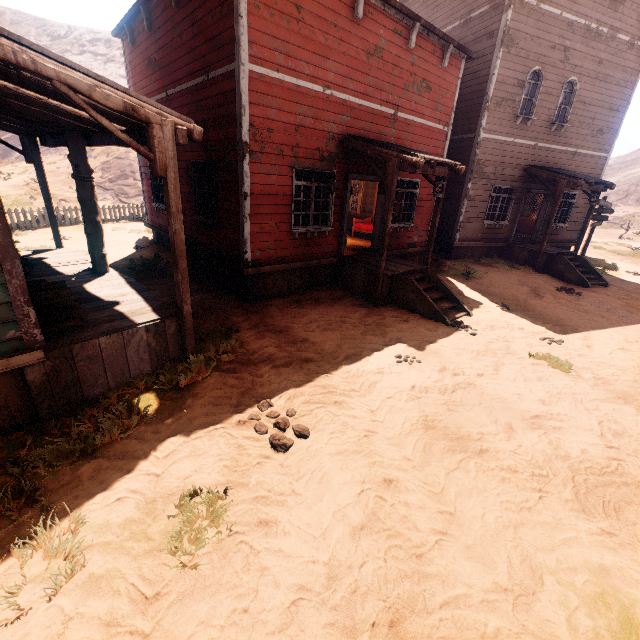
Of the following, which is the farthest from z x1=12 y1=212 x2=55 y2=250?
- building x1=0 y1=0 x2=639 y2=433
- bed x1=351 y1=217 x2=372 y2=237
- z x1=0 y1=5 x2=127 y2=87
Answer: z x1=0 y1=5 x2=127 y2=87

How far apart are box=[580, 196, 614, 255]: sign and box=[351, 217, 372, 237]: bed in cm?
1073

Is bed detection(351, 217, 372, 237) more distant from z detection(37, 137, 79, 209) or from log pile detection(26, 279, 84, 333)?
log pile detection(26, 279, 84, 333)

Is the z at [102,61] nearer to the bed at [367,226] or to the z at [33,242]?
the z at [33,242]

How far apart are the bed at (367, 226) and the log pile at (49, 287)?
9.96m

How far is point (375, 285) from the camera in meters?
8.5

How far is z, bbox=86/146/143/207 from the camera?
22.5m

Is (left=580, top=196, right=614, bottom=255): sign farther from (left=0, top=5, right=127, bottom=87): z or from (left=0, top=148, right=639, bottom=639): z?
(left=0, top=5, right=127, bottom=87): z
